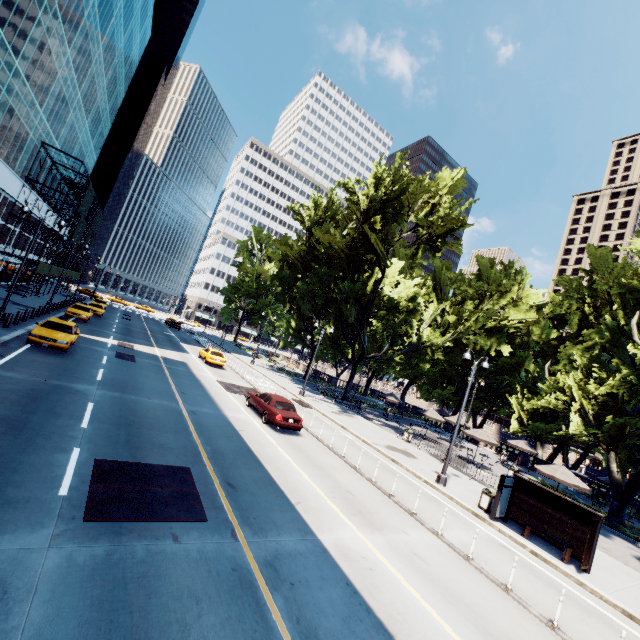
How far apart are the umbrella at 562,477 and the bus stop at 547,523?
5.7m

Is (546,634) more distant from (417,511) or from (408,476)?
(408,476)

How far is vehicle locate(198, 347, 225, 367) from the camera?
31.0m

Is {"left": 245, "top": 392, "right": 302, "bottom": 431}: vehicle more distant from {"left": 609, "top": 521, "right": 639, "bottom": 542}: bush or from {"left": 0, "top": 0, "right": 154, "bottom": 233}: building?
{"left": 0, "top": 0, "right": 154, "bottom": 233}: building

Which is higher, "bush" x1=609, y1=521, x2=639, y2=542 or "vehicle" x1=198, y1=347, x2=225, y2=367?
"vehicle" x1=198, y1=347, x2=225, y2=367

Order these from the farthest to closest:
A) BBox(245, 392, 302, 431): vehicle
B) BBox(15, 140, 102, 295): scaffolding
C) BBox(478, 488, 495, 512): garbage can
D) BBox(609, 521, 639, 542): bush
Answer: BBox(15, 140, 102, 295): scaffolding < BBox(609, 521, 639, 542): bush < BBox(245, 392, 302, 431): vehicle < BBox(478, 488, 495, 512): garbage can

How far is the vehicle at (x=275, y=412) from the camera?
17.0 meters

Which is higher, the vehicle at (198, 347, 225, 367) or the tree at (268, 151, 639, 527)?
the tree at (268, 151, 639, 527)
